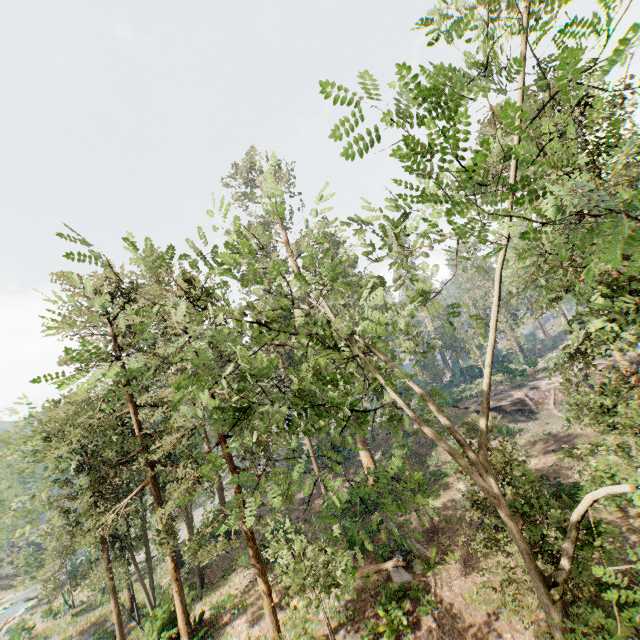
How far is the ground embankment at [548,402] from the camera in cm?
3700

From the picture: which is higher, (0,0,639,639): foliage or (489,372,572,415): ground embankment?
(0,0,639,639): foliage

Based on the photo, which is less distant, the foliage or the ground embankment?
the foliage

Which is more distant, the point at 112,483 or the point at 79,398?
the point at 79,398

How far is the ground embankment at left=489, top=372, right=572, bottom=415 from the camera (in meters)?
37.00

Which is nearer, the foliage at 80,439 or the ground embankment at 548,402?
the foliage at 80,439
